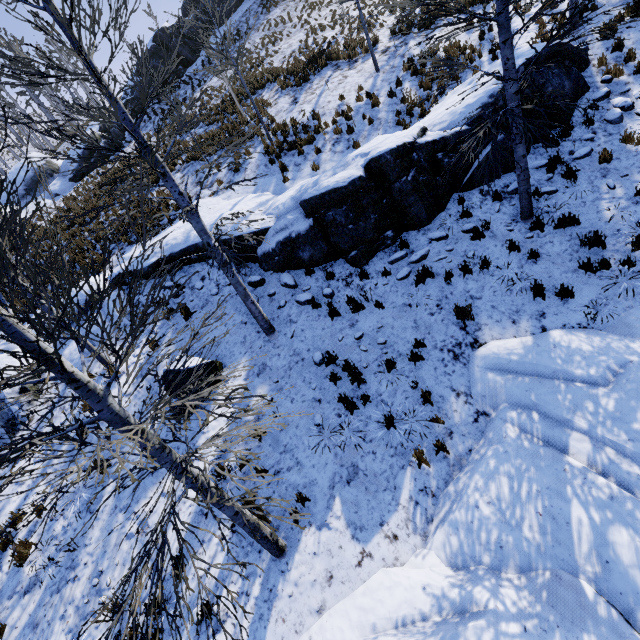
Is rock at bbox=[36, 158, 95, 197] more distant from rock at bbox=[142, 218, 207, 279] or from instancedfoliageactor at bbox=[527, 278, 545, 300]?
rock at bbox=[142, 218, 207, 279]

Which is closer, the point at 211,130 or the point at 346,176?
the point at 346,176

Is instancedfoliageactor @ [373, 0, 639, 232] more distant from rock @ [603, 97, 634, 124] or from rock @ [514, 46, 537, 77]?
rock @ [603, 97, 634, 124]

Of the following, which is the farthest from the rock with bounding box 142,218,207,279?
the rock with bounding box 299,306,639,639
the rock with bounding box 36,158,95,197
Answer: the rock with bounding box 36,158,95,197

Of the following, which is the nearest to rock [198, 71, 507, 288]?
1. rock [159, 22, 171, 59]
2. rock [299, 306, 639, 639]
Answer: rock [299, 306, 639, 639]

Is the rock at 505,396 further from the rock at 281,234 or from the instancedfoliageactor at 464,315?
the rock at 281,234

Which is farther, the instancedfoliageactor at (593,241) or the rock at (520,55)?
the rock at (520,55)

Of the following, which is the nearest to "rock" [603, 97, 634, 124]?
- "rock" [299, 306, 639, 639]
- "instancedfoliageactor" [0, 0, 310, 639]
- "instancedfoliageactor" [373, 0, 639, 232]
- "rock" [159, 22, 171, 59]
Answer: "instancedfoliageactor" [0, 0, 310, 639]
